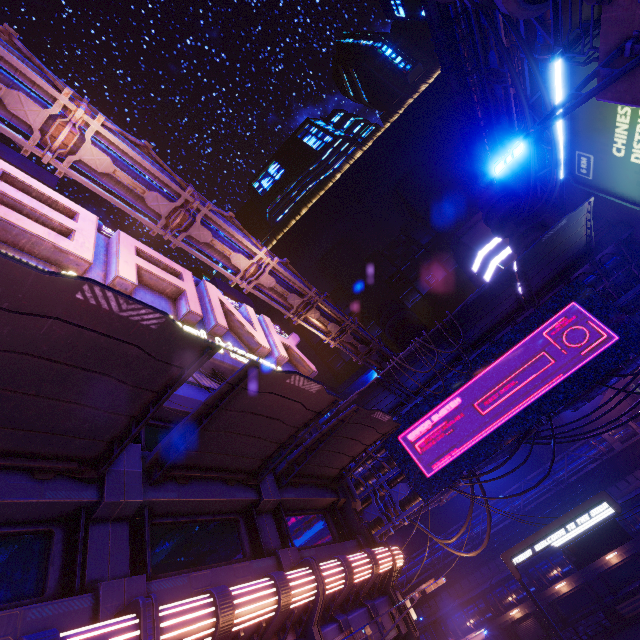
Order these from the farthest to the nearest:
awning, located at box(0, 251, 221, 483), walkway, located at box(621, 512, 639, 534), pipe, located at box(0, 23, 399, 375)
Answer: walkway, located at box(621, 512, 639, 534) → pipe, located at box(0, 23, 399, 375) → awning, located at box(0, 251, 221, 483)

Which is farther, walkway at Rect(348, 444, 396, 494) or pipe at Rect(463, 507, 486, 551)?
pipe at Rect(463, 507, 486, 551)

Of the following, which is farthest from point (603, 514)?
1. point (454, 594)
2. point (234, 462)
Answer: point (454, 594)

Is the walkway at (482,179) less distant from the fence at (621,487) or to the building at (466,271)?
the building at (466,271)

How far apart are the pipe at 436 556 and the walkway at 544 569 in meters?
2.8

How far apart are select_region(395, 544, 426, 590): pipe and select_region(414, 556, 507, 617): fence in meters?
0.0

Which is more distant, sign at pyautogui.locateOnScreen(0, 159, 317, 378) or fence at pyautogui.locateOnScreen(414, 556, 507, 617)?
fence at pyautogui.locateOnScreen(414, 556, 507, 617)
